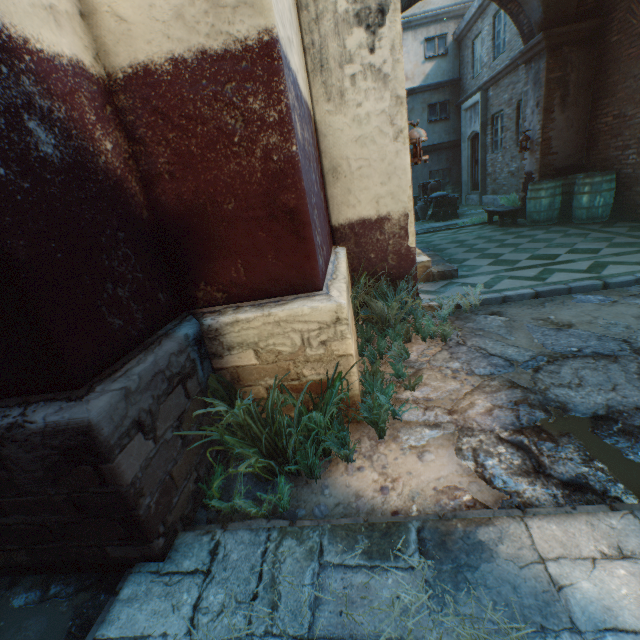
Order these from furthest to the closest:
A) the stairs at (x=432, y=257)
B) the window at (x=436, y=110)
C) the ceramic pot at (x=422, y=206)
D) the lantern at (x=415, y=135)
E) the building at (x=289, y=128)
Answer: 1. the window at (x=436, y=110)
2. the ceramic pot at (x=422, y=206)
3. the stairs at (x=432, y=257)
4. the lantern at (x=415, y=135)
5. the building at (x=289, y=128)

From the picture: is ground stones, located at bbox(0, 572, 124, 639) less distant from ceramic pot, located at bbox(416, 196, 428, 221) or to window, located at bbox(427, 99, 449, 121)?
ceramic pot, located at bbox(416, 196, 428, 221)

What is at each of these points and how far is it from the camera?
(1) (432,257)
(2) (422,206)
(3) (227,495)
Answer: (1) stairs, 6.0m
(2) ceramic pot, 11.8m
(3) ground stones, 1.9m

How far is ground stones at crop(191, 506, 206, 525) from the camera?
1.8 meters

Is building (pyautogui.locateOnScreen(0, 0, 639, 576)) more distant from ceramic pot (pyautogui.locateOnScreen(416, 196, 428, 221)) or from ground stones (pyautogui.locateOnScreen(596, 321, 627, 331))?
ceramic pot (pyautogui.locateOnScreen(416, 196, 428, 221))

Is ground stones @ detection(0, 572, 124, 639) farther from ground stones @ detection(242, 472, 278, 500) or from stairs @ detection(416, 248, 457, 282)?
stairs @ detection(416, 248, 457, 282)

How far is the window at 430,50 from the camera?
14.1 meters

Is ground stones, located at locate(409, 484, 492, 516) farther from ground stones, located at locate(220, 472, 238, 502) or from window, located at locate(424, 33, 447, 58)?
window, located at locate(424, 33, 447, 58)
